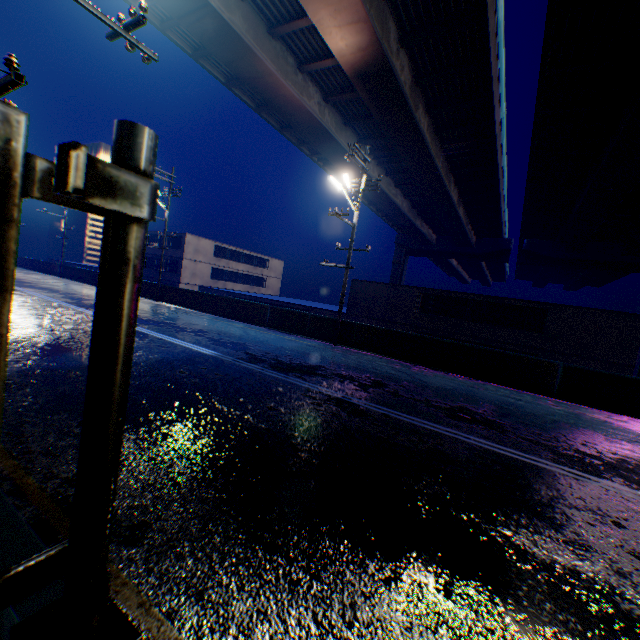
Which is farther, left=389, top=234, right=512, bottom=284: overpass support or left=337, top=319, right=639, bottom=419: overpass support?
left=389, top=234, right=512, bottom=284: overpass support

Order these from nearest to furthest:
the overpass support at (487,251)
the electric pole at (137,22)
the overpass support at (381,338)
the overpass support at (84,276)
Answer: the electric pole at (137,22), the overpass support at (381,338), the overpass support at (84,276), the overpass support at (487,251)

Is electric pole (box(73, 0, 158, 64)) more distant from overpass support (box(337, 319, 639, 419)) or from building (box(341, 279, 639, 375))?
building (box(341, 279, 639, 375))

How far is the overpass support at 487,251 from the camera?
44.06m

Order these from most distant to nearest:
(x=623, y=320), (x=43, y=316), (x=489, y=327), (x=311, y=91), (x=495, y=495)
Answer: (x=489, y=327) < (x=623, y=320) < (x=311, y=91) < (x=43, y=316) < (x=495, y=495)

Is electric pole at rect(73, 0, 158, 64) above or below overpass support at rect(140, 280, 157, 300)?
above

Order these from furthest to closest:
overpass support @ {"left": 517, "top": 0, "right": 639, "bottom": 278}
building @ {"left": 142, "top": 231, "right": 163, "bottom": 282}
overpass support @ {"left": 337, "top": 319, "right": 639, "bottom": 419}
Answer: building @ {"left": 142, "top": 231, "right": 163, "bottom": 282} < overpass support @ {"left": 517, "top": 0, "right": 639, "bottom": 278} < overpass support @ {"left": 337, "top": 319, "right": 639, "bottom": 419}
